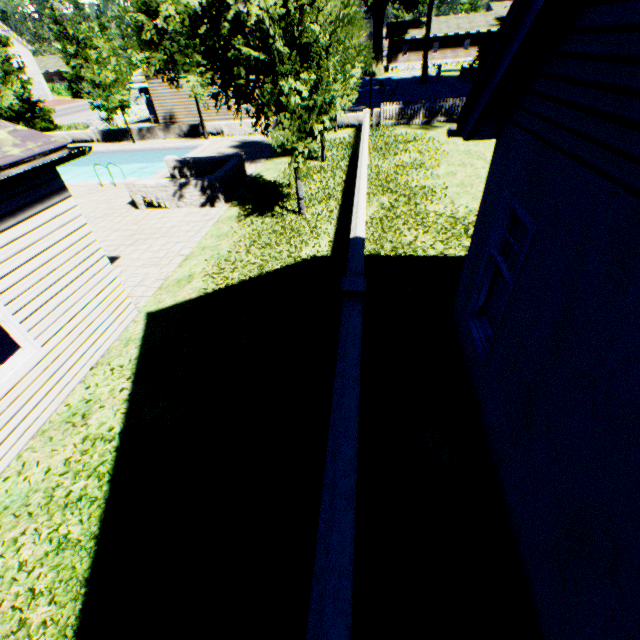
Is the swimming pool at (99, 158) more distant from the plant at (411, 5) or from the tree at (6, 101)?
the plant at (411, 5)

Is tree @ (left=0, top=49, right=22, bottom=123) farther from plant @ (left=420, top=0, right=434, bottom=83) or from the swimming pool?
plant @ (left=420, top=0, right=434, bottom=83)

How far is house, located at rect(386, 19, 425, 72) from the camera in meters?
53.6 m

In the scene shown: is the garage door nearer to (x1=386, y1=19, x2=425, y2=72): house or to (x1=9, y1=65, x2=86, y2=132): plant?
(x1=9, y1=65, x2=86, y2=132): plant

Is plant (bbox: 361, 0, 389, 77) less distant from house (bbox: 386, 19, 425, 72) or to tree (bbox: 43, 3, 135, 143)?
tree (bbox: 43, 3, 135, 143)

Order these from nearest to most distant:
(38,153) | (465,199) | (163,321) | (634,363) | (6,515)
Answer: (634,363)
(6,515)
(38,153)
(163,321)
(465,199)

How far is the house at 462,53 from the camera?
52.22m

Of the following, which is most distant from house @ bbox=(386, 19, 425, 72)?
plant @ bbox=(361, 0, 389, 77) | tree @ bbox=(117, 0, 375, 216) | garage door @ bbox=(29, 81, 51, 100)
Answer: garage door @ bbox=(29, 81, 51, 100)
